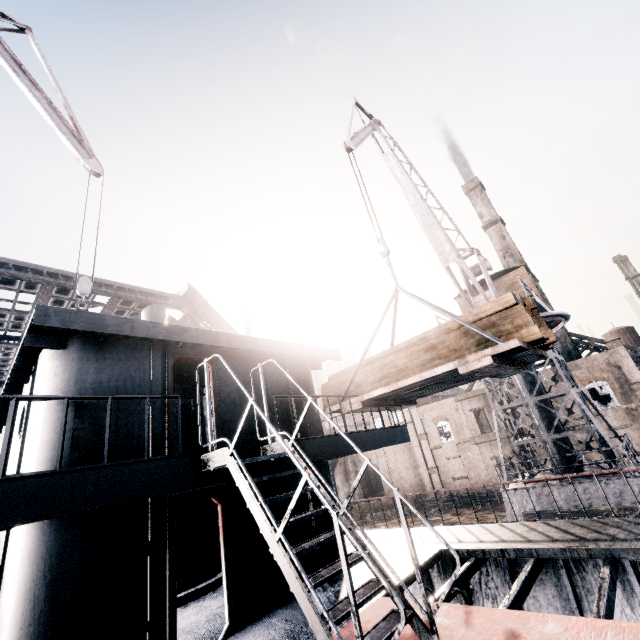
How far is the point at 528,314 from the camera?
7.6 meters

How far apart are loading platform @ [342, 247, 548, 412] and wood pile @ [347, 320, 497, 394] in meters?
0.0

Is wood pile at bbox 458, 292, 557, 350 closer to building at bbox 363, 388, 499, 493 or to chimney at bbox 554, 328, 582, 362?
building at bbox 363, 388, 499, 493

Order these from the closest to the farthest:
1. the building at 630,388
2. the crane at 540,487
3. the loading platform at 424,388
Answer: the loading platform at 424,388 < the crane at 540,487 < the building at 630,388

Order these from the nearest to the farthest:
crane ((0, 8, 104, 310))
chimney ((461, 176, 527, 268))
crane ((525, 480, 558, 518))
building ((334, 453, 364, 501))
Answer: crane ((0, 8, 104, 310)) → crane ((525, 480, 558, 518)) → chimney ((461, 176, 527, 268)) → building ((334, 453, 364, 501))

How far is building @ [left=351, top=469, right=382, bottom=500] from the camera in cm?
5244

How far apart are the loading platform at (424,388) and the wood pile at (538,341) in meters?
0.0

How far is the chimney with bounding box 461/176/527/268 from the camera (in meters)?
45.78
